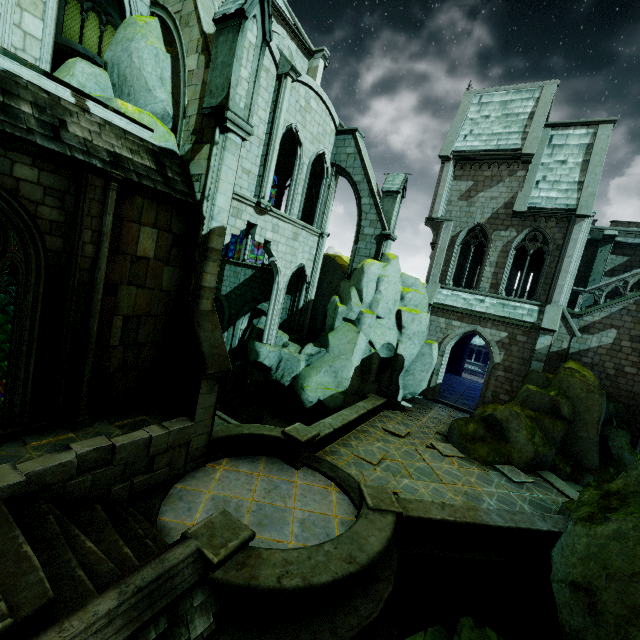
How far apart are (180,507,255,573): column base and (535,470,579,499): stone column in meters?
11.6

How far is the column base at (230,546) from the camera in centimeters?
537cm

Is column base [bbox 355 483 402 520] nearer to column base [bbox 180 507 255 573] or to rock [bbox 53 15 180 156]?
column base [bbox 180 507 255 573]

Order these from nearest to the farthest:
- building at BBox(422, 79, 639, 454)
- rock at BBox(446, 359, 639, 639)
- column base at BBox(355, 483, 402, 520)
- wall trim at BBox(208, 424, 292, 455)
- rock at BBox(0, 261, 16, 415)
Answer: rock at BBox(446, 359, 639, 639) < rock at BBox(0, 261, 16, 415) < column base at BBox(355, 483, 402, 520) < wall trim at BBox(208, 424, 292, 455) < building at BBox(422, 79, 639, 454)

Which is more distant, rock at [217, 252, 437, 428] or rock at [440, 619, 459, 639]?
rock at [217, 252, 437, 428]

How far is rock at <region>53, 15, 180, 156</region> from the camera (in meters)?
8.75

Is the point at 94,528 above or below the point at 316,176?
below

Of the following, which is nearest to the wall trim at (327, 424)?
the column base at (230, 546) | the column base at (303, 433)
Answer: the column base at (303, 433)
